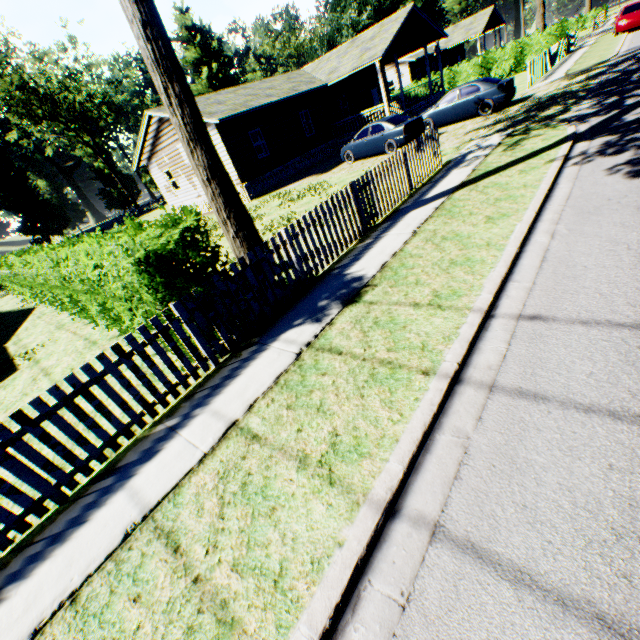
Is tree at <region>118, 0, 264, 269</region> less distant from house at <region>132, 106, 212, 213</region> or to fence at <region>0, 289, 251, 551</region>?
fence at <region>0, 289, 251, 551</region>

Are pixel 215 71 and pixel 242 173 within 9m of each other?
no

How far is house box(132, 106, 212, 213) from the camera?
20.5 meters

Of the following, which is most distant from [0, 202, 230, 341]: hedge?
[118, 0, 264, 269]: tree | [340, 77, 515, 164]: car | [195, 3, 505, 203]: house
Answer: [340, 77, 515, 164]: car

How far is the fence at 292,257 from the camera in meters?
5.6 m

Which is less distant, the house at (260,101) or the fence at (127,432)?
the fence at (127,432)

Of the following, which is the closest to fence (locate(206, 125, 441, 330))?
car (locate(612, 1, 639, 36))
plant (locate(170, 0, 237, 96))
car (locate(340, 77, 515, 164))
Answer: car (locate(340, 77, 515, 164))

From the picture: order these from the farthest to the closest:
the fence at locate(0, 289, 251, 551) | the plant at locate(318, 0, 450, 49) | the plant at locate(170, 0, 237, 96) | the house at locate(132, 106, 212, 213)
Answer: the plant at locate(318, 0, 450, 49) < the plant at locate(170, 0, 237, 96) < the house at locate(132, 106, 212, 213) < the fence at locate(0, 289, 251, 551)
